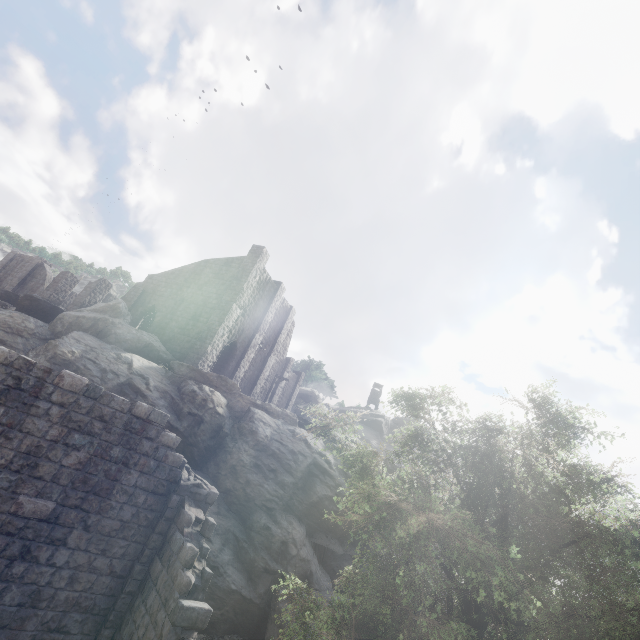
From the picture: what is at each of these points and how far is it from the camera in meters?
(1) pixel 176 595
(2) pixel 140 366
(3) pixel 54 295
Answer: (1) building, 7.2 m
(2) rock, 17.9 m
(3) building, 31.2 m

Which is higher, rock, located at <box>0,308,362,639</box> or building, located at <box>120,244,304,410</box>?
building, located at <box>120,244,304,410</box>

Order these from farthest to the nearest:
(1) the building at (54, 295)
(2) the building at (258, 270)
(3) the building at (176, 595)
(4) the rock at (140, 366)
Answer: (1) the building at (54, 295), (2) the building at (258, 270), (4) the rock at (140, 366), (3) the building at (176, 595)

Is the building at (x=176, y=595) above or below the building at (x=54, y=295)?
below

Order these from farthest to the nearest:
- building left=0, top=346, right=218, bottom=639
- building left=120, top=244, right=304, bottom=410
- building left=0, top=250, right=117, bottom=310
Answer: building left=0, top=250, right=117, bottom=310 < building left=120, top=244, right=304, bottom=410 < building left=0, top=346, right=218, bottom=639

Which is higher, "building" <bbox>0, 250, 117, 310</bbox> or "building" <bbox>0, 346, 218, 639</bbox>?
"building" <bbox>0, 250, 117, 310</bbox>

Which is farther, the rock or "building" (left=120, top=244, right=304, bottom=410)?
"building" (left=120, top=244, right=304, bottom=410)
